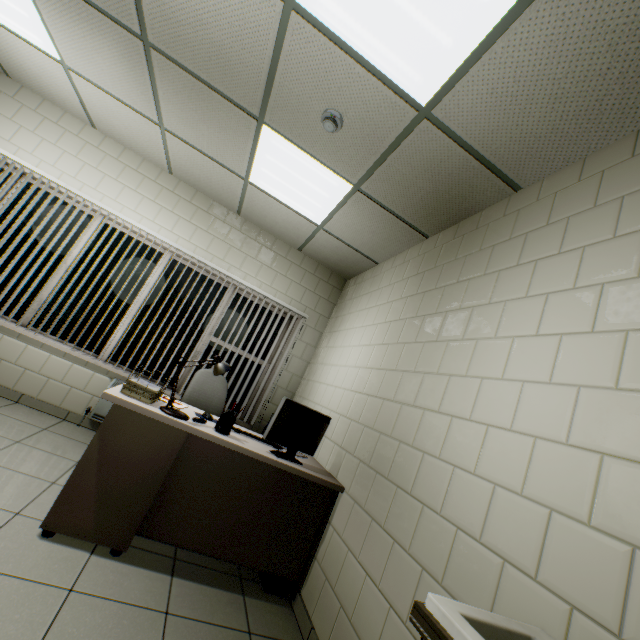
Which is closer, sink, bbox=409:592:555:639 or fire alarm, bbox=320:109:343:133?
sink, bbox=409:592:555:639

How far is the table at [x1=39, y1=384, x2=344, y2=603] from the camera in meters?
2.0

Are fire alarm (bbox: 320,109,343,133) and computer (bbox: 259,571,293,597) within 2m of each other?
no

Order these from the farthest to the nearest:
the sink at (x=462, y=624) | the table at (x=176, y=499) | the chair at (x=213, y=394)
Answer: the chair at (x=213, y=394)
the table at (x=176, y=499)
the sink at (x=462, y=624)

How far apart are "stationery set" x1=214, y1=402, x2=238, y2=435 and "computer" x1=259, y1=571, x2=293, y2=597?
1.1 meters

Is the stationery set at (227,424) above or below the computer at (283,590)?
above

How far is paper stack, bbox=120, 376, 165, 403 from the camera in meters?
2.1

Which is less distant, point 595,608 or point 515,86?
point 595,608
